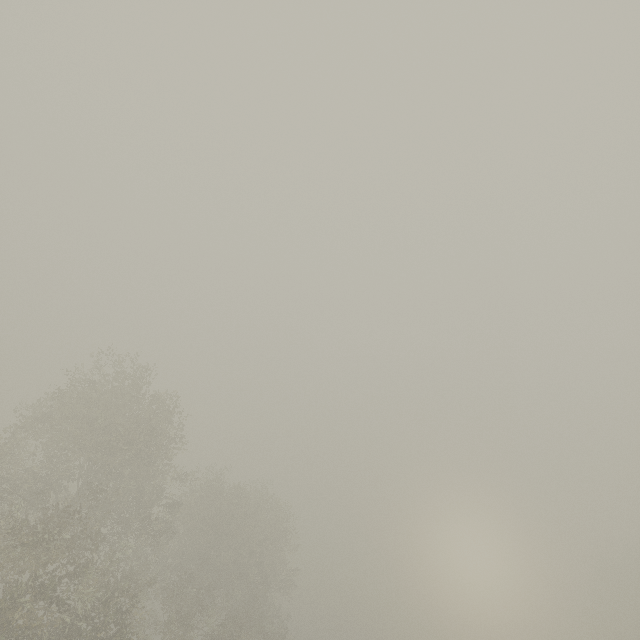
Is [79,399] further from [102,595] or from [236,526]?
[236,526]
